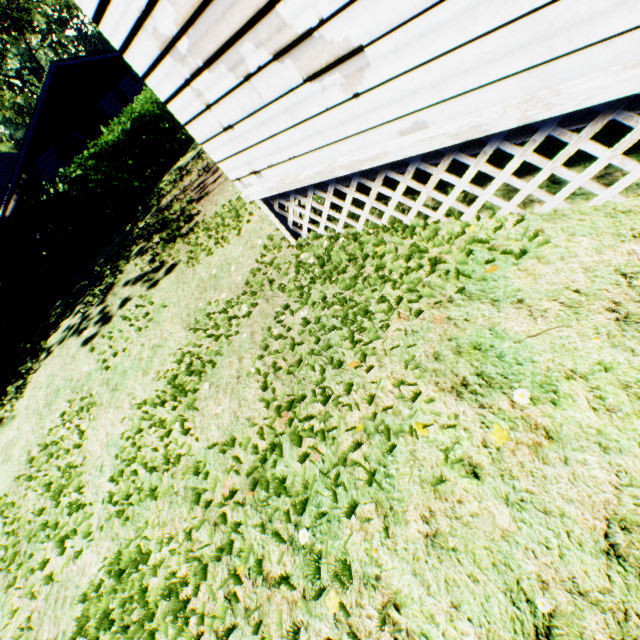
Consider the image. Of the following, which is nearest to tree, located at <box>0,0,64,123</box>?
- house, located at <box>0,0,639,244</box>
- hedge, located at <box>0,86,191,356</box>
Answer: hedge, located at <box>0,86,191,356</box>

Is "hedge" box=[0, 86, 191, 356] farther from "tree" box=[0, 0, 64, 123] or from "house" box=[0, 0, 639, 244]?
"tree" box=[0, 0, 64, 123]

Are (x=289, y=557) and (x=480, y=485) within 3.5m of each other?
yes

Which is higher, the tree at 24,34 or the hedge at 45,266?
the tree at 24,34

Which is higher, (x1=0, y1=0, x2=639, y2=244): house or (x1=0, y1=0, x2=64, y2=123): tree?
(x1=0, y1=0, x2=64, y2=123): tree

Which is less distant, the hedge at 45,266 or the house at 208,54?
the house at 208,54
